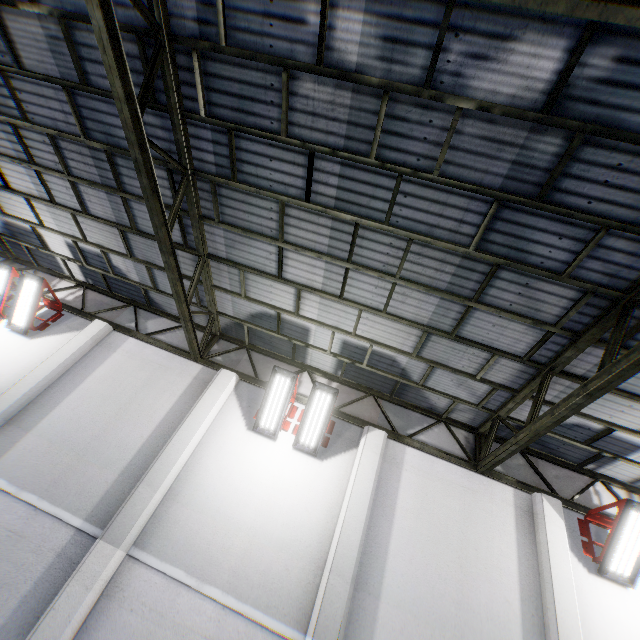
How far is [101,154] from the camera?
6.5 meters

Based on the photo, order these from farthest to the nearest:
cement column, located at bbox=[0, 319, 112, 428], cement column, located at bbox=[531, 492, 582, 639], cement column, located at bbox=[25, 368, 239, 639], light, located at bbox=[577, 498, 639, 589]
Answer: cement column, located at bbox=[0, 319, 112, 428] < light, located at bbox=[577, 498, 639, 589] < cement column, located at bbox=[531, 492, 582, 639] < cement column, located at bbox=[25, 368, 239, 639]

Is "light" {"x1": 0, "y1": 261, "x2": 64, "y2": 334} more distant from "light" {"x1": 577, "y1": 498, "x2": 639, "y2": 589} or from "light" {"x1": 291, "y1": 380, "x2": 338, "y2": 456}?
"light" {"x1": 577, "y1": 498, "x2": 639, "y2": 589}

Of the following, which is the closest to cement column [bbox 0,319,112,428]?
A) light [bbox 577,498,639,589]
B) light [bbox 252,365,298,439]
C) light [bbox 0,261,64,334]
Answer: light [bbox 0,261,64,334]

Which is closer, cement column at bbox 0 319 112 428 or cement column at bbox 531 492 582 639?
cement column at bbox 531 492 582 639

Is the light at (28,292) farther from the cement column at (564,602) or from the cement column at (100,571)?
the cement column at (564,602)

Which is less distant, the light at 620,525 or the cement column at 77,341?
the light at 620,525

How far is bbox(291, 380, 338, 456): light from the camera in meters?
7.2
